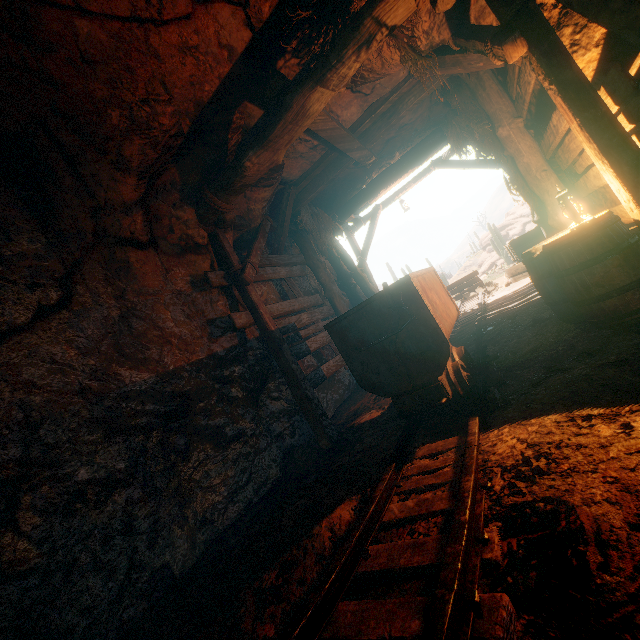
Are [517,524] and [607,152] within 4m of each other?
yes

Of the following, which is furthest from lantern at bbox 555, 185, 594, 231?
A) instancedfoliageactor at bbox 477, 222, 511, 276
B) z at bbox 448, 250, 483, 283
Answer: z at bbox 448, 250, 483, 283

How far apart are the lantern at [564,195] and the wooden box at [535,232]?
5.8m

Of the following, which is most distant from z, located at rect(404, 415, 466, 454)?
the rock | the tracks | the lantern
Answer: the rock

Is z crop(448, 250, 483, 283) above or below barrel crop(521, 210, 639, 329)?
above

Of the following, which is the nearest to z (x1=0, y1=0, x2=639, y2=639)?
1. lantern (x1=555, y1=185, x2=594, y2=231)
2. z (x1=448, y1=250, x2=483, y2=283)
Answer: lantern (x1=555, y1=185, x2=594, y2=231)

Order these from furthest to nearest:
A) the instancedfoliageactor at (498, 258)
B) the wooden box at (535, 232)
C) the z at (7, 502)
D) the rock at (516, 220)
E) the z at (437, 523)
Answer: the rock at (516, 220) < the instancedfoliageactor at (498, 258) < the wooden box at (535, 232) < the z at (7, 502) < the z at (437, 523)
